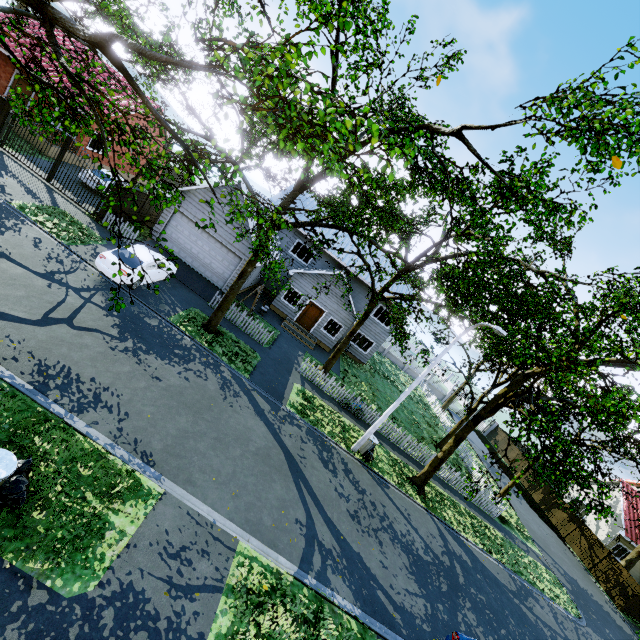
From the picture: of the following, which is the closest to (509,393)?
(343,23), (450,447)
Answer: (450,447)

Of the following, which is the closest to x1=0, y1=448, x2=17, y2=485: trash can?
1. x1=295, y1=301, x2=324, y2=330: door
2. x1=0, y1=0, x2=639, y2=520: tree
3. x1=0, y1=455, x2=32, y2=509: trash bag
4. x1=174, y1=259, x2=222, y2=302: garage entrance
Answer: x1=0, y1=455, x2=32, y2=509: trash bag

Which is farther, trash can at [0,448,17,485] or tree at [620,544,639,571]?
tree at [620,544,639,571]

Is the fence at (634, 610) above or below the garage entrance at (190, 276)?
above

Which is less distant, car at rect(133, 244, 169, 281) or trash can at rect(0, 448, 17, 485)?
trash can at rect(0, 448, 17, 485)

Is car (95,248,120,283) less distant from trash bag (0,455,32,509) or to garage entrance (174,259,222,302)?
garage entrance (174,259,222,302)

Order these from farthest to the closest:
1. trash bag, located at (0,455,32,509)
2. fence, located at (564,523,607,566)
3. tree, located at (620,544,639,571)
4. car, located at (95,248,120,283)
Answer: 1. fence, located at (564,523,607,566)
2. tree, located at (620,544,639,571)
3. car, located at (95,248,120,283)
4. trash bag, located at (0,455,32,509)

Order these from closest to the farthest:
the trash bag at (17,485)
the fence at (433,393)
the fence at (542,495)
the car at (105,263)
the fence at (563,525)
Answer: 1. the trash bag at (17,485)
2. the car at (105,263)
3. the fence at (563,525)
4. the fence at (542,495)
5. the fence at (433,393)
